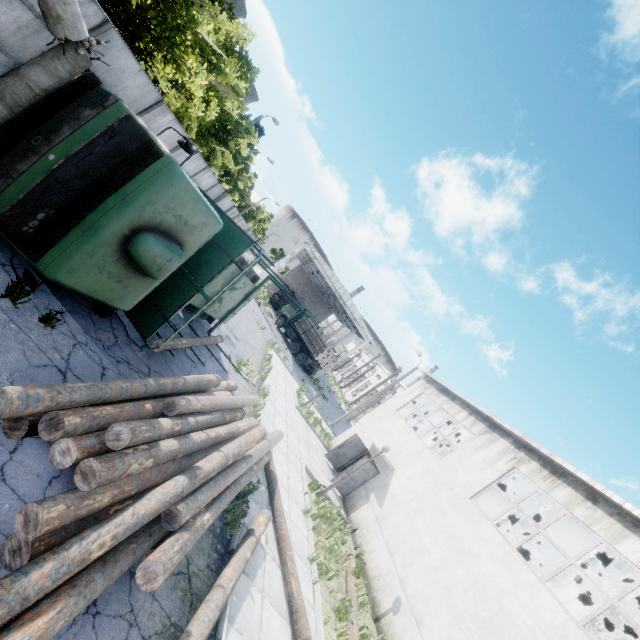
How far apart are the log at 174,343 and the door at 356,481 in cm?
868

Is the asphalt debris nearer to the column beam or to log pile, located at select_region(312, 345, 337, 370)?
log pile, located at select_region(312, 345, 337, 370)

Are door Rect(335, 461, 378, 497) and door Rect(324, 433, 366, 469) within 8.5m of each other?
yes

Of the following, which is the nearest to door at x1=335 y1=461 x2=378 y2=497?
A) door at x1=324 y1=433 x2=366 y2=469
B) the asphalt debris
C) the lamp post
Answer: door at x1=324 y1=433 x2=366 y2=469

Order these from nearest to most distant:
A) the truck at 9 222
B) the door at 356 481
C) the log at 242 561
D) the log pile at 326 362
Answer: the log at 242 561 < the truck at 9 222 < the door at 356 481 < the log pile at 326 362

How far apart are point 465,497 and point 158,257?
13.13m

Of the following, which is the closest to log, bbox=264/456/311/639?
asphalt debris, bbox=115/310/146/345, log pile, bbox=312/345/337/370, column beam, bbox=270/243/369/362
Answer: asphalt debris, bbox=115/310/146/345

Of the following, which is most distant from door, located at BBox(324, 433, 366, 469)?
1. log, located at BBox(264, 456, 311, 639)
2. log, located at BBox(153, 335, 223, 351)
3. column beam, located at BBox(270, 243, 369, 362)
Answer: column beam, located at BBox(270, 243, 369, 362)
